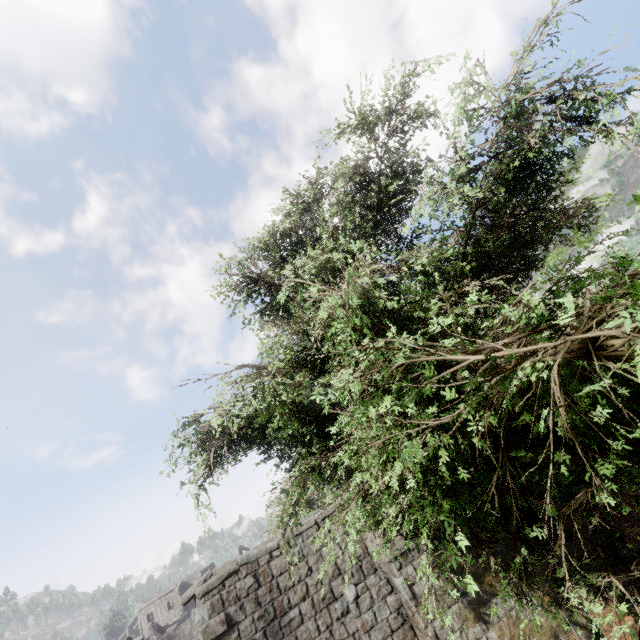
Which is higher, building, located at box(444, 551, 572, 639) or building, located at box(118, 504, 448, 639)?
building, located at box(118, 504, 448, 639)

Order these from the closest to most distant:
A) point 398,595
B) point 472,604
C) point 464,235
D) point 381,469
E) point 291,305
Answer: point 381,469 < point 464,235 < point 472,604 < point 398,595 < point 291,305

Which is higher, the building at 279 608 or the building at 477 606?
the building at 279 608
